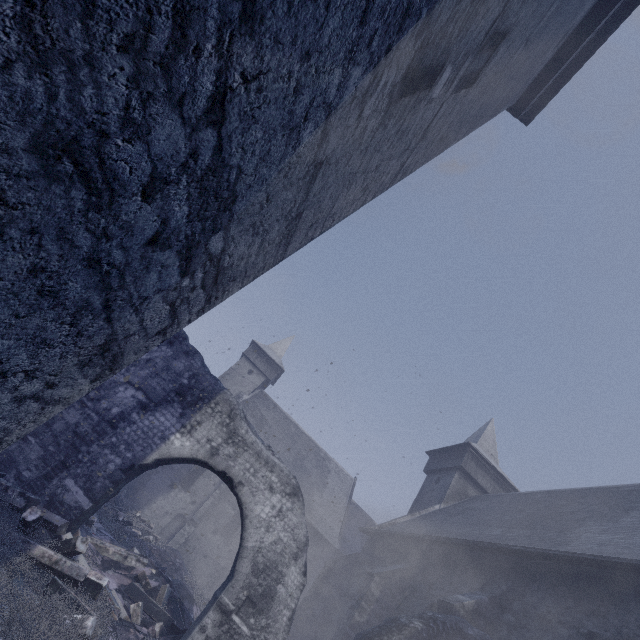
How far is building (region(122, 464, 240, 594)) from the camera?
20.2m

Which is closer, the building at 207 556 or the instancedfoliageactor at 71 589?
the instancedfoliageactor at 71 589

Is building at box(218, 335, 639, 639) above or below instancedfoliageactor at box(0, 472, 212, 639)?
above

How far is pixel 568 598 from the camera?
7.57m

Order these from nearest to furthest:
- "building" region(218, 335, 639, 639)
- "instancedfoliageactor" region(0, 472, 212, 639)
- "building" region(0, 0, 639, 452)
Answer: "building" region(0, 0, 639, 452), "instancedfoliageactor" region(0, 472, 212, 639), "building" region(218, 335, 639, 639)

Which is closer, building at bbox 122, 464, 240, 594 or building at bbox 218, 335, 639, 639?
building at bbox 218, 335, 639, 639

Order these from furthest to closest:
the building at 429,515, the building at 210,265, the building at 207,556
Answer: the building at 207,556 → the building at 429,515 → the building at 210,265
